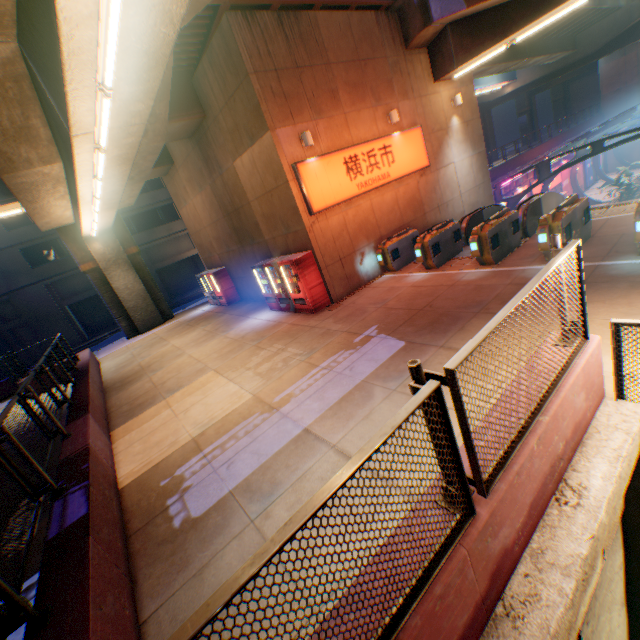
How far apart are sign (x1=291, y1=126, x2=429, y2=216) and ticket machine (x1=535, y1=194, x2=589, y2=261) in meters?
5.7 m

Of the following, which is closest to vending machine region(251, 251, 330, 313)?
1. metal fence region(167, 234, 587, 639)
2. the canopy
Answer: metal fence region(167, 234, 587, 639)

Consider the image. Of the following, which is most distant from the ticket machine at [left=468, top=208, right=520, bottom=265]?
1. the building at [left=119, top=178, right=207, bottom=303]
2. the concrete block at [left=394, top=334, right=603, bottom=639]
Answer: the building at [left=119, top=178, right=207, bottom=303]

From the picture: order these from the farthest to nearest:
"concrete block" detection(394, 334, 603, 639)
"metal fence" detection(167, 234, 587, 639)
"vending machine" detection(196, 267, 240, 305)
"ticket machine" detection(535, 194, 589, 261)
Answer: "vending machine" detection(196, 267, 240, 305), "ticket machine" detection(535, 194, 589, 261), "concrete block" detection(394, 334, 603, 639), "metal fence" detection(167, 234, 587, 639)

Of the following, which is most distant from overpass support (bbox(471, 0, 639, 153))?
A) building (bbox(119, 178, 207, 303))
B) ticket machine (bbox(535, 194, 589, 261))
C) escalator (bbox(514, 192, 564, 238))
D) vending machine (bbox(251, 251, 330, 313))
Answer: building (bbox(119, 178, 207, 303))

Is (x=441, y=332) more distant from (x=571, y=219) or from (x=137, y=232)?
(x=137, y=232)

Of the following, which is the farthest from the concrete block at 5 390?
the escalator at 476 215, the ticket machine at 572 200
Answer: the escalator at 476 215

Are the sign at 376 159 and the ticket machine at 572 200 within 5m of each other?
no
